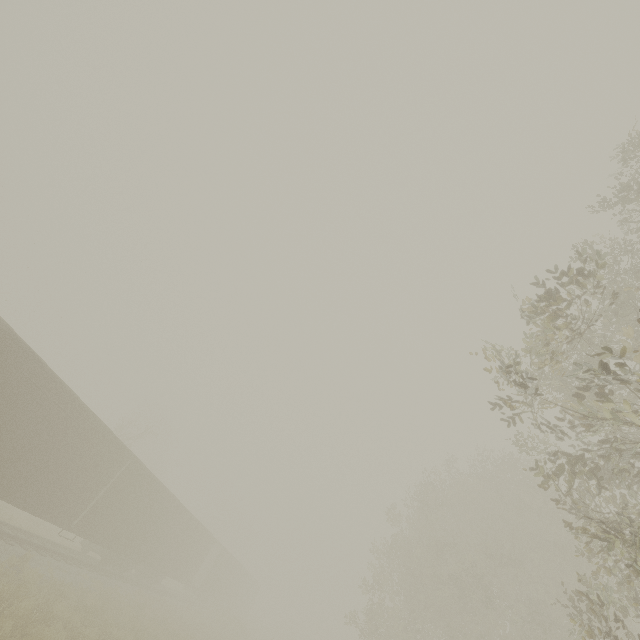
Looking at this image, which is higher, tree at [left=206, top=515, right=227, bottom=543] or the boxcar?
tree at [left=206, top=515, right=227, bottom=543]

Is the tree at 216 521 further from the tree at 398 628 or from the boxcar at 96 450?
the tree at 398 628

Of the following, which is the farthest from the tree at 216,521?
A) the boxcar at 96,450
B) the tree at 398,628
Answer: the tree at 398,628

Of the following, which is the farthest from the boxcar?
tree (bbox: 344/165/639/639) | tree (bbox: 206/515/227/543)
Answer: tree (bbox: 206/515/227/543)

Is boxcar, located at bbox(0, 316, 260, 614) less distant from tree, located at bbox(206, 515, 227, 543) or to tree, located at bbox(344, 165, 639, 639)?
tree, located at bbox(344, 165, 639, 639)

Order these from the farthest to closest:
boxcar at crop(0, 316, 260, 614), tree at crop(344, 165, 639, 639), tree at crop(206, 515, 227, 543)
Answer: tree at crop(206, 515, 227, 543) → boxcar at crop(0, 316, 260, 614) → tree at crop(344, 165, 639, 639)

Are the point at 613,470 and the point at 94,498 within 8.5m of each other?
no
